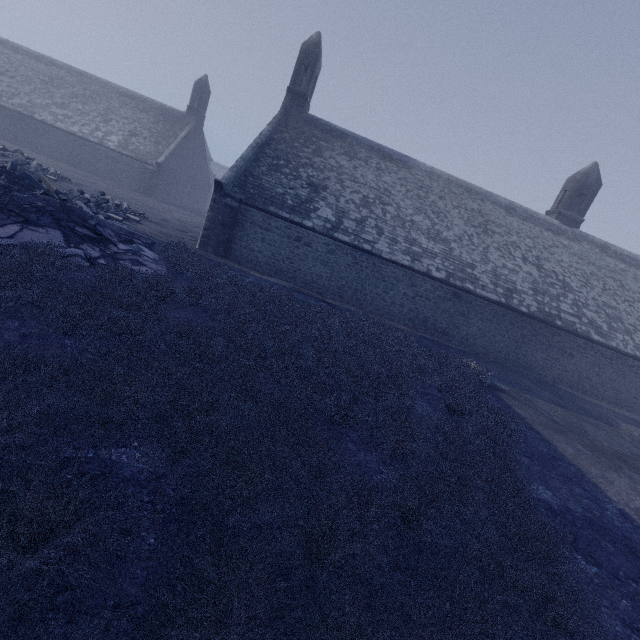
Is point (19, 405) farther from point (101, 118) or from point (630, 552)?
point (101, 118)
